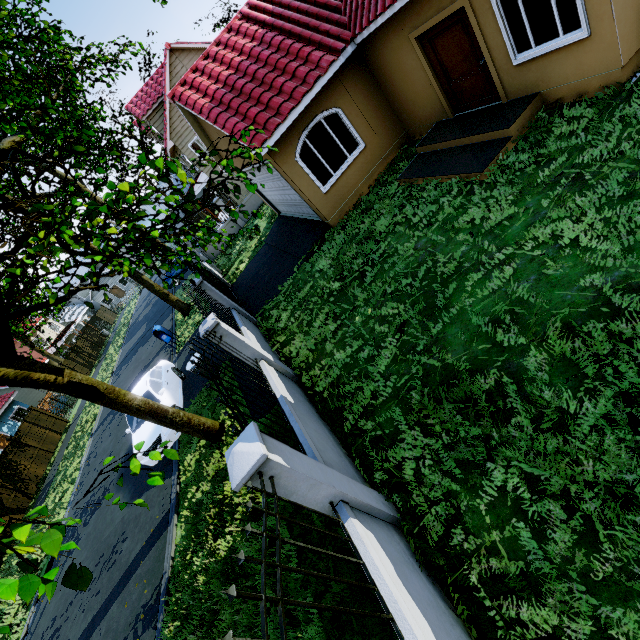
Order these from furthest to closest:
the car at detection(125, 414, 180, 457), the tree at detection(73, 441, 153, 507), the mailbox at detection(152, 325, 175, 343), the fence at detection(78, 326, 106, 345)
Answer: the fence at detection(78, 326, 106, 345)
the mailbox at detection(152, 325, 175, 343)
the car at detection(125, 414, 180, 457)
the tree at detection(73, 441, 153, 507)

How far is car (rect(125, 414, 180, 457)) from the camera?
9.52m

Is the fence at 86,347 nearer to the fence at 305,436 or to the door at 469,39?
the fence at 305,436

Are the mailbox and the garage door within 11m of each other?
yes

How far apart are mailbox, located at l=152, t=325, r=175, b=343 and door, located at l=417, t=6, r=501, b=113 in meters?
14.3 m

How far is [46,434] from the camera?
21.44m

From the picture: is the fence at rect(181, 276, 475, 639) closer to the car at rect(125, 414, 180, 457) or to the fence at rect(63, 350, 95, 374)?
the car at rect(125, 414, 180, 457)

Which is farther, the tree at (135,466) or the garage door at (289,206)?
the garage door at (289,206)
